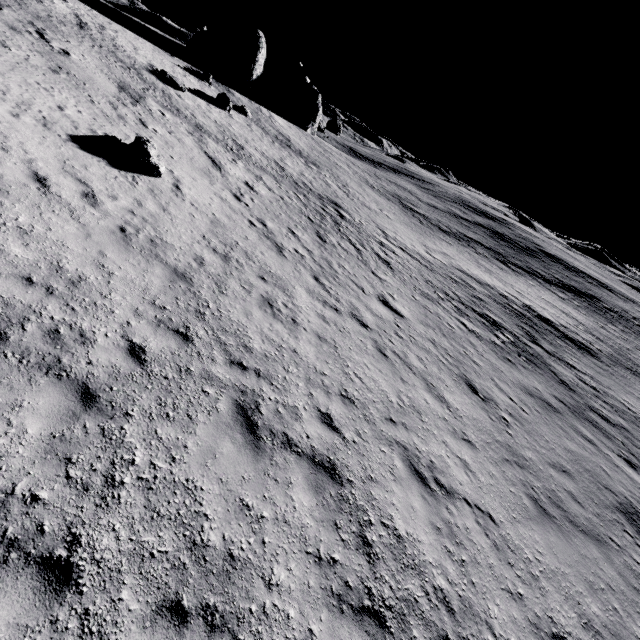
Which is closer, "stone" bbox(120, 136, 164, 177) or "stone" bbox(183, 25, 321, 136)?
"stone" bbox(120, 136, 164, 177)

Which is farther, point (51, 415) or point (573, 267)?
point (573, 267)

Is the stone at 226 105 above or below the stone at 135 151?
above

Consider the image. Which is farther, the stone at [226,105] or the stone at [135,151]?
the stone at [226,105]

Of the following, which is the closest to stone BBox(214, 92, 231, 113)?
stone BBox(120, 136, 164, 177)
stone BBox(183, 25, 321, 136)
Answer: stone BBox(183, 25, 321, 136)

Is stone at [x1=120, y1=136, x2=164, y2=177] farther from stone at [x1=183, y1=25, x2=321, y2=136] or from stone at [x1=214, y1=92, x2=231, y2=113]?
stone at [x1=183, y1=25, x2=321, y2=136]
